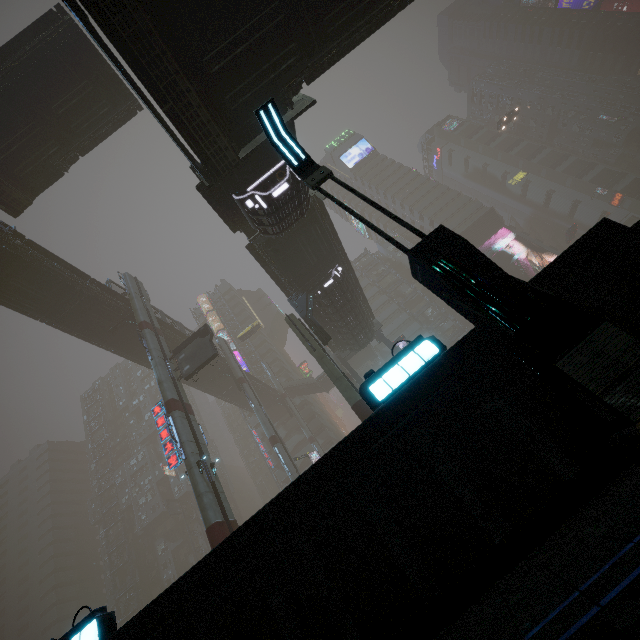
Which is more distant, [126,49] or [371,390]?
[126,49]

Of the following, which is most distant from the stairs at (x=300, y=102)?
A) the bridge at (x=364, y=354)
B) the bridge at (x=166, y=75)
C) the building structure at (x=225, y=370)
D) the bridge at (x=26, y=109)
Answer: the bridge at (x=364, y=354)

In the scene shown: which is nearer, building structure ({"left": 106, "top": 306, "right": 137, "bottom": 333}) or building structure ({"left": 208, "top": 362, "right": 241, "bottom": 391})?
building structure ({"left": 106, "top": 306, "right": 137, "bottom": 333})

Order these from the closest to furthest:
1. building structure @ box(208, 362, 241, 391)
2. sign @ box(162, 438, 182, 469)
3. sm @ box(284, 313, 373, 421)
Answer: sm @ box(284, 313, 373, 421) < sign @ box(162, 438, 182, 469) < building structure @ box(208, 362, 241, 391)

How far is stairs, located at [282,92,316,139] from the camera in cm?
1285

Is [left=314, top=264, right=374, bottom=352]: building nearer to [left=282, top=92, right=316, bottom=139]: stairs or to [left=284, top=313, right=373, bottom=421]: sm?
[left=284, top=313, right=373, bottom=421]: sm

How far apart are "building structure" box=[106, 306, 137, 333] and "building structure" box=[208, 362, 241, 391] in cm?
1465

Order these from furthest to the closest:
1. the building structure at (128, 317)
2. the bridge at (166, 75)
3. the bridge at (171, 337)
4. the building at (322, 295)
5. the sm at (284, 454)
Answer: the bridge at (171, 337), the sm at (284, 454), the building structure at (128, 317), the building at (322, 295), the bridge at (166, 75)
